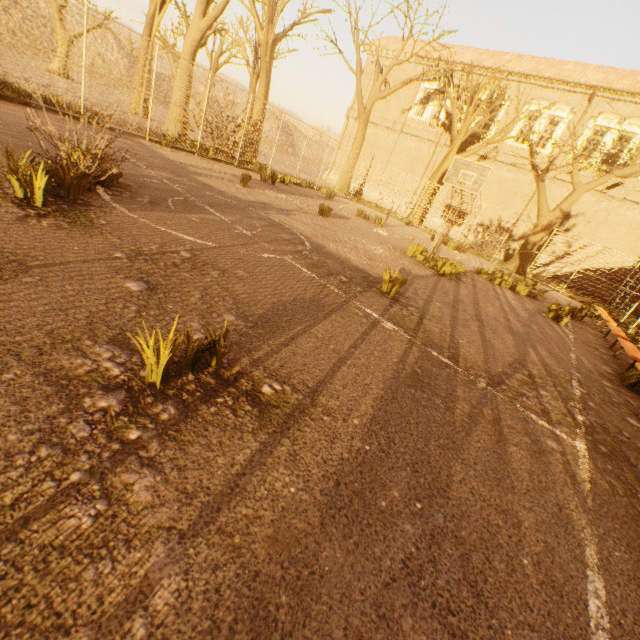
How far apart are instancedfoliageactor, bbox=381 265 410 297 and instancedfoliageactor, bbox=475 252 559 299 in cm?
797

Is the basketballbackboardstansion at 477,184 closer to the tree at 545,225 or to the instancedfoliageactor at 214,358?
the tree at 545,225

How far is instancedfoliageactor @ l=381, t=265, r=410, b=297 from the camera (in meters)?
5.37

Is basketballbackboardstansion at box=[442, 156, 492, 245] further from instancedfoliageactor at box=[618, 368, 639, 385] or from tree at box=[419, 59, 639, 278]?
instancedfoliageactor at box=[618, 368, 639, 385]

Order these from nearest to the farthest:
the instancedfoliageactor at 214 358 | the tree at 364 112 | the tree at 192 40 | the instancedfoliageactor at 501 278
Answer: the instancedfoliageactor at 214 358 < the instancedfoliageactor at 501 278 < the tree at 192 40 < the tree at 364 112

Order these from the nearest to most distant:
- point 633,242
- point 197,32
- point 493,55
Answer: point 197,32, point 633,242, point 493,55

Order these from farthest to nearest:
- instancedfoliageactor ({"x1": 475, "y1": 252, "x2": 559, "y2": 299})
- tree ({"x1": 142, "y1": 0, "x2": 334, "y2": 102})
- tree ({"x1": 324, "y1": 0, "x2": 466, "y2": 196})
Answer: tree ({"x1": 324, "y1": 0, "x2": 466, "y2": 196})
tree ({"x1": 142, "y1": 0, "x2": 334, "y2": 102})
instancedfoliageactor ({"x1": 475, "y1": 252, "x2": 559, "y2": 299})

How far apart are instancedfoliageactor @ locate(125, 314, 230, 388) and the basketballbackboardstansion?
15.2 meters
